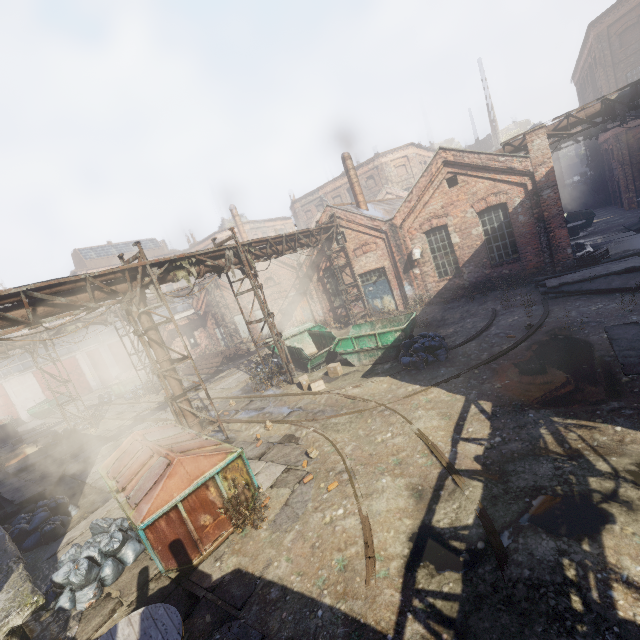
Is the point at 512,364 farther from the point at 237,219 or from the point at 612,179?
the point at 612,179

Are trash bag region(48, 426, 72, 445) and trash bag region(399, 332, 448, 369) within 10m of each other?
no

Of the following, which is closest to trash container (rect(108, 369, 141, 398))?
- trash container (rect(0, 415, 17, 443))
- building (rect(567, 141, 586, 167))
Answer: trash container (rect(0, 415, 17, 443))

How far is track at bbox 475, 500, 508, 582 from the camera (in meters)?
4.25

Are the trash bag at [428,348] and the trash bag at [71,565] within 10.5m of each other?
yes

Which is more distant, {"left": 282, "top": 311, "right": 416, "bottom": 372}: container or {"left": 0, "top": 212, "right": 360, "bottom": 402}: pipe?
{"left": 282, "top": 311, "right": 416, "bottom": 372}: container

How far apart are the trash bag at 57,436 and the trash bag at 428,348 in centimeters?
1887cm

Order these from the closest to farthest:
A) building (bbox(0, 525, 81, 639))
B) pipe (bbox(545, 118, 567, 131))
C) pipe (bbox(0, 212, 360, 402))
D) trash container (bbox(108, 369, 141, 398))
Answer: building (bbox(0, 525, 81, 639)) → pipe (bbox(0, 212, 360, 402)) → pipe (bbox(545, 118, 567, 131)) → trash container (bbox(108, 369, 141, 398))
